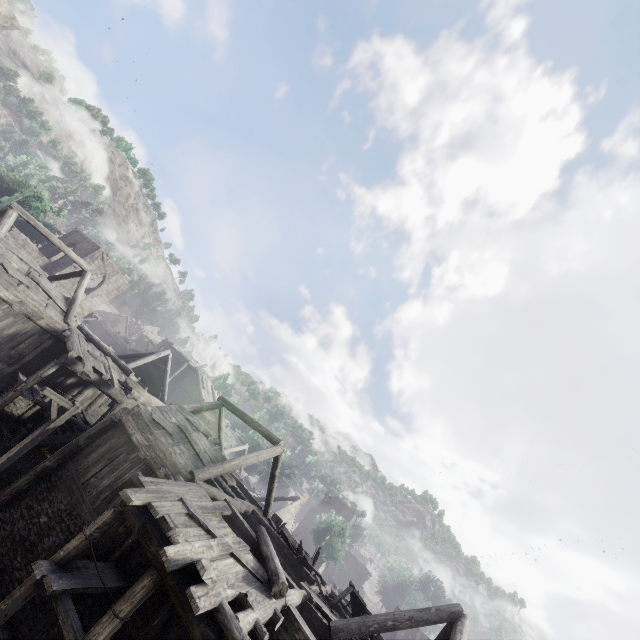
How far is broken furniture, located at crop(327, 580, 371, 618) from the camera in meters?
11.6

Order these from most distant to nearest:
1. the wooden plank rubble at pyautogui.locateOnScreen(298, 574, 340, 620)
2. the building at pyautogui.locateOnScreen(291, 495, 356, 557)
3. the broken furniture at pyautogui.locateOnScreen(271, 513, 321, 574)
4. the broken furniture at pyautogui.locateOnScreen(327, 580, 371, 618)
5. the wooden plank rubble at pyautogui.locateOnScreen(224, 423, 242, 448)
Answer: the building at pyautogui.locateOnScreen(291, 495, 356, 557) → the wooden plank rubble at pyautogui.locateOnScreen(224, 423, 242, 448) → the broken furniture at pyautogui.locateOnScreen(271, 513, 321, 574) → the broken furniture at pyautogui.locateOnScreen(327, 580, 371, 618) → the wooden plank rubble at pyautogui.locateOnScreen(298, 574, 340, 620)

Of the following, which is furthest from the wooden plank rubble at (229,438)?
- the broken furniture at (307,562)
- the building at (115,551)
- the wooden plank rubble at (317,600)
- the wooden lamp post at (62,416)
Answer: the wooden lamp post at (62,416)

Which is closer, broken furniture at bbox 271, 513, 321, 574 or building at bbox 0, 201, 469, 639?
building at bbox 0, 201, 469, 639

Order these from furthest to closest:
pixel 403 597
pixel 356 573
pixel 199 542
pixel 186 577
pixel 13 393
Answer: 1. pixel 403 597
2. pixel 356 573
3. pixel 13 393
4. pixel 199 542
5. pixel 186 577

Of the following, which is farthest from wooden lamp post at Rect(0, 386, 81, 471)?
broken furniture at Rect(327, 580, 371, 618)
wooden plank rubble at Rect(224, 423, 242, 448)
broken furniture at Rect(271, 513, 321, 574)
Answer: wooden plank rubble at Rect(224, 423, 242, 448)

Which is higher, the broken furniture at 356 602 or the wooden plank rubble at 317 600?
the broken furniture at 356 602

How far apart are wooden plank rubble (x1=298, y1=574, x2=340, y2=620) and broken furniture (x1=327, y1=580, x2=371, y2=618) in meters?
0.0
